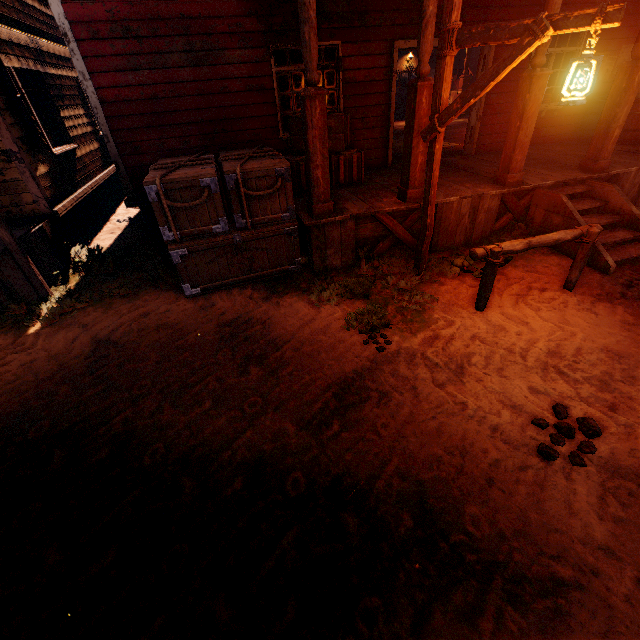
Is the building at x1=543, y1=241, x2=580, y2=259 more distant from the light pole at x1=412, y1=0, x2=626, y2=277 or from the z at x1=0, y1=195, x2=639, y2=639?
the light pole at x1=412, y1=0, x2=626, y2=277

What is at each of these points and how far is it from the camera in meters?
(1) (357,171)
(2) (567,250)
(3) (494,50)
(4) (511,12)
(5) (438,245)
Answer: (1) wooden box, 6.5
(2) building, 5.5
(3) building, 7.0
(4) building, 6.8
(5) building, 6.0

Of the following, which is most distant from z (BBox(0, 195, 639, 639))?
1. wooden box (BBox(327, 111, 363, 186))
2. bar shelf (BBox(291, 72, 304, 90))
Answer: bar shelf (BBox(291, 72, 304, 90))

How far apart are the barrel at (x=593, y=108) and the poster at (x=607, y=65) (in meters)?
0.18

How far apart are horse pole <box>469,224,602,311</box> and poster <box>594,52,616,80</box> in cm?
640

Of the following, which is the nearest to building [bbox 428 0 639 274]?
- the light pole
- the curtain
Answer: the curtain

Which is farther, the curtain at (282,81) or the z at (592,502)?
the curtain at (282,81)

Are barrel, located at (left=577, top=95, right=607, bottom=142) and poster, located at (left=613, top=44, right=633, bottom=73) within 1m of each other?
yes
